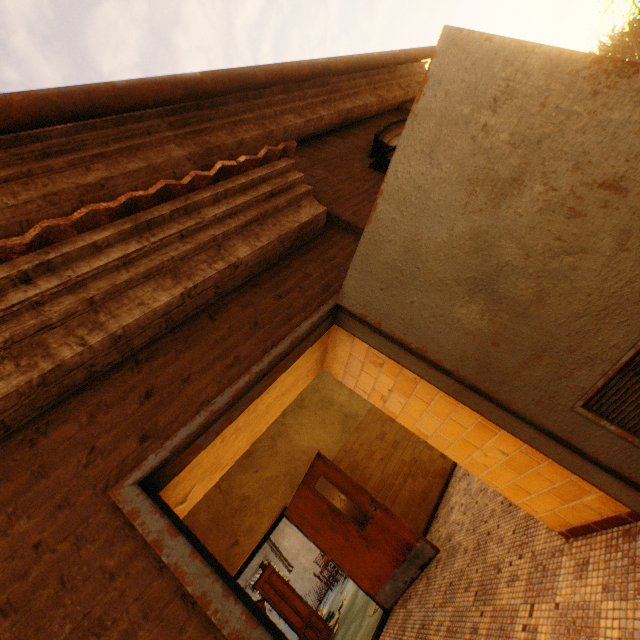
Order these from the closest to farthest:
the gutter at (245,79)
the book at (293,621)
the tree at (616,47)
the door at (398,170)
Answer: the door at (398,170), the gutter at (245,79), the book at (293,621), the tree at (616,47)

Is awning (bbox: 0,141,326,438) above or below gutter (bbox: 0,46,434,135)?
below

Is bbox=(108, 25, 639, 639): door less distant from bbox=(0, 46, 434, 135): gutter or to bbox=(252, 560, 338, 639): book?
bbox=(0, 46, 434, 135): gutter

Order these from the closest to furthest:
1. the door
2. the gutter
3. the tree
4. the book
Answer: the door, the gutter, the book, the tree

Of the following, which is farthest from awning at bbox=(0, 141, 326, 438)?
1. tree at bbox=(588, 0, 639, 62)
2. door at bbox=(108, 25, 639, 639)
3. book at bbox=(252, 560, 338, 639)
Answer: tree at bbox=(588, 0, 639, 62)

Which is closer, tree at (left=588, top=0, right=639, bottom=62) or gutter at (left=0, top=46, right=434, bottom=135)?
gutter at (left=0, top=46, right=434, bottom=135)

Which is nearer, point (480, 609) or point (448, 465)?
point (480, 609)

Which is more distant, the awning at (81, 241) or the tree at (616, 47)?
the tree at (616, 47)
